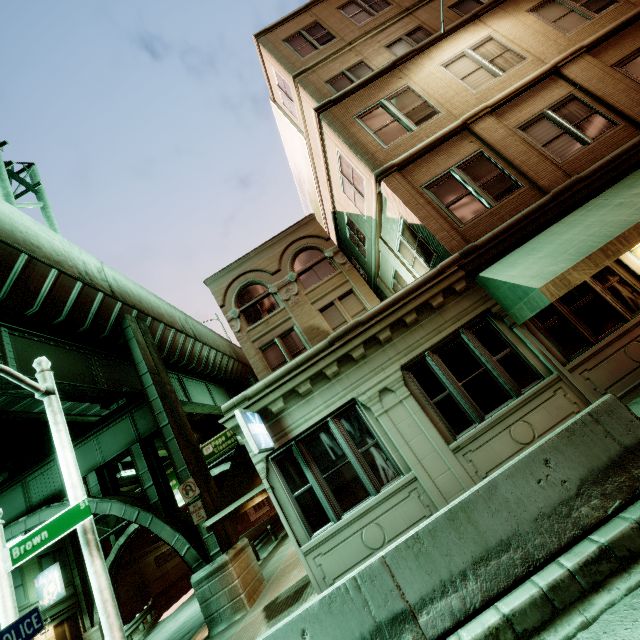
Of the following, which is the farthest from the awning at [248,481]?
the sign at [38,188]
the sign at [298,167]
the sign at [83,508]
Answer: the sign at [298,167]

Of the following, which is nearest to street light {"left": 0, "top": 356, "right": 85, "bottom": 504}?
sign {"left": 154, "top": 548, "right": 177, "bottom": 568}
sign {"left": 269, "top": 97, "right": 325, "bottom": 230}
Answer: sign {"left": 269, "top": 97, "right": 325, "bottom": 230}

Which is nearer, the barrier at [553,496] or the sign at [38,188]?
the barrier at [553,496]

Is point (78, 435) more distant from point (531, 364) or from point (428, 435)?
point (531, 364)

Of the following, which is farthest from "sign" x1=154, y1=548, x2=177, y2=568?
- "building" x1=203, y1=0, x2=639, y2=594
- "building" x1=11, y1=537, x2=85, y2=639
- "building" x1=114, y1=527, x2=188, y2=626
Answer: "building" x1=203, y1=0, x2=639, y2=594

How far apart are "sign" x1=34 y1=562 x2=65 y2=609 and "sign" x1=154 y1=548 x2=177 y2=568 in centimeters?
1233cm

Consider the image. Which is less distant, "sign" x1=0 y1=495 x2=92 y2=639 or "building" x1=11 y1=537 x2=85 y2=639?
"sign" x1=0 y1=495 x2=92 y2=639

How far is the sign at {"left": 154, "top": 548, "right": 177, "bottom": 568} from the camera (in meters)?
34.52
